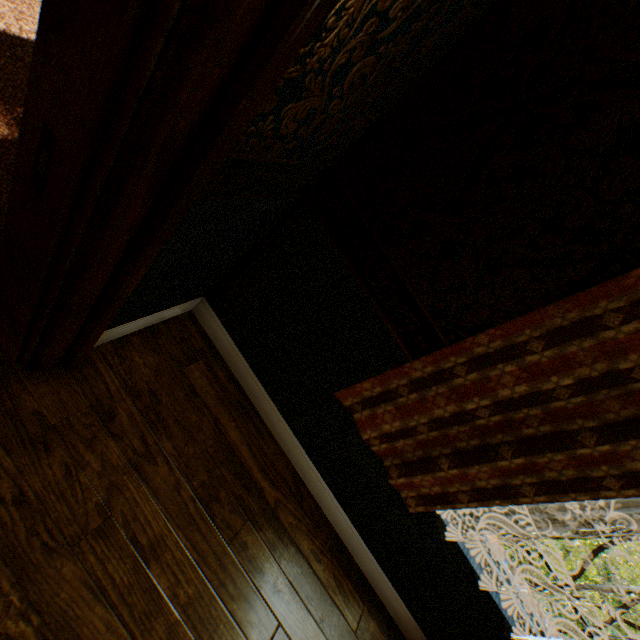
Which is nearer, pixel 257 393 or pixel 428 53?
pixel 428 53
